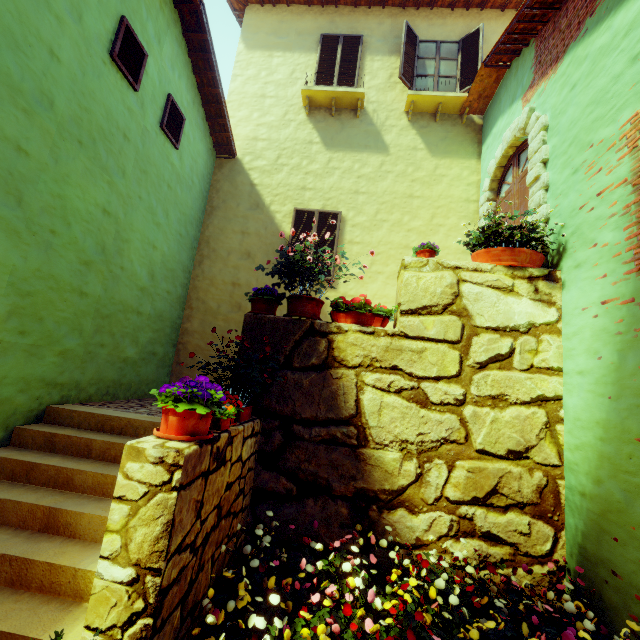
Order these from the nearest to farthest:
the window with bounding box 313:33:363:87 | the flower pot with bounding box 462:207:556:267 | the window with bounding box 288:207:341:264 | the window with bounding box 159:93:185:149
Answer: the flower pot with bounding box 462:207:556:267
the window with bounding box 159:93:185:149
the window with bounding box 288:207:341:264
the window with bounding box 313:33:363:87

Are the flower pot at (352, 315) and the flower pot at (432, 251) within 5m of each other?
yes

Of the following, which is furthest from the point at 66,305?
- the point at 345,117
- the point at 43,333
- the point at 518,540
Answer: A: the point at 345,117

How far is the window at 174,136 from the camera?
5.71m

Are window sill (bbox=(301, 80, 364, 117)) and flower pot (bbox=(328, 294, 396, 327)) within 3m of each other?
no

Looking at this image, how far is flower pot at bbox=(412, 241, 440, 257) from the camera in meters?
4.3 m

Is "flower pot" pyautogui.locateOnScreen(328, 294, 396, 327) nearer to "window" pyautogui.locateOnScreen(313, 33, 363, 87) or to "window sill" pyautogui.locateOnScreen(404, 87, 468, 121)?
"window sill" pyautogui.locateOnScreen(404, 87, 468, 121)

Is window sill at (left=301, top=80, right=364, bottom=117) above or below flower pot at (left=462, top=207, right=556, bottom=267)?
above
